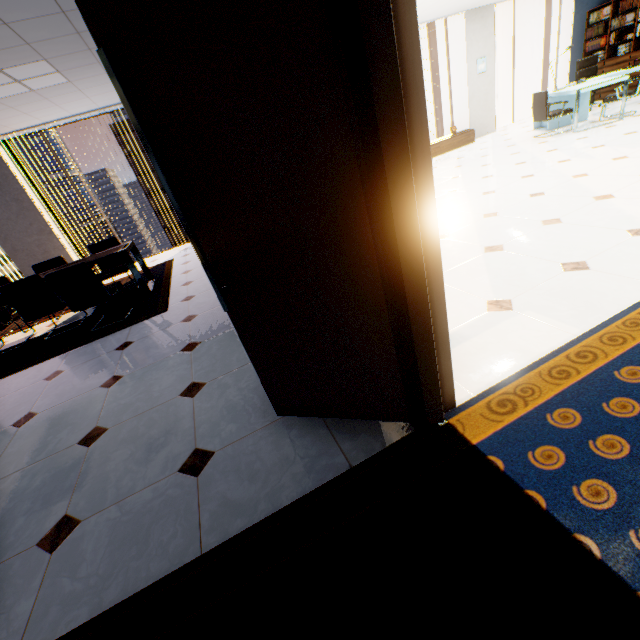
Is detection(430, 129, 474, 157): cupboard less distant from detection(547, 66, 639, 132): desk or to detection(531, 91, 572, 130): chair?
detection(547, 66, 639, 132): desk

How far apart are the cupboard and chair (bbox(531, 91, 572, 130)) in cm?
200

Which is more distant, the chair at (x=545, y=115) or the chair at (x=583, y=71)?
the chair at (x=583, y=71)

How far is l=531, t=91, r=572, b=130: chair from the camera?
6.54m

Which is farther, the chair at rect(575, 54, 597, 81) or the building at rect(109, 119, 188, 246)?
the building at rect(109, 119, 188, 246)

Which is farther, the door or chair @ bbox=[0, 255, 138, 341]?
chair @ bbox=[0, 255, 138, 341]

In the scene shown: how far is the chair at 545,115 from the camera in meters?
6.5 m

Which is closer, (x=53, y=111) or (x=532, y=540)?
(x=532, y=540)
